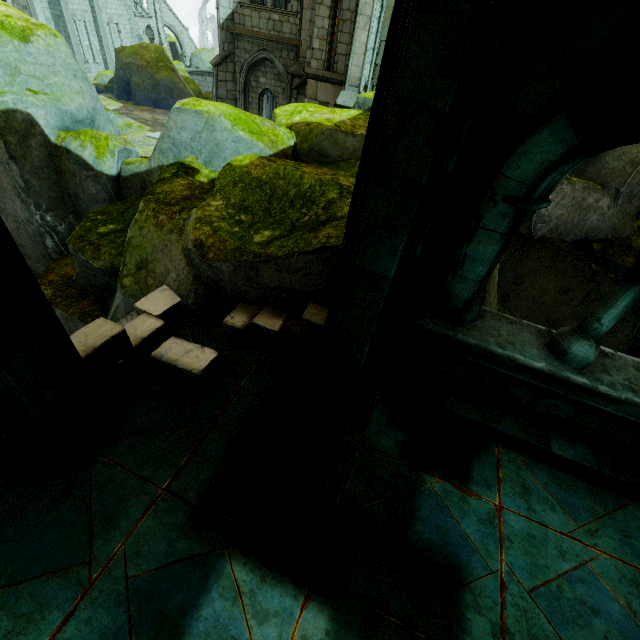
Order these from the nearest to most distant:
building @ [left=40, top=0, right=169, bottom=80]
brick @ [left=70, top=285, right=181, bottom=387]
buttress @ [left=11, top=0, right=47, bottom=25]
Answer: brick @ [left=70, top=285, right=181, bottom=387] → buttress @ [left=11, top=0, right=47, bottom=25] → building @ [left=40, top=0, right=169, bottom=80]

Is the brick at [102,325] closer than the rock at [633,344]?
Yes

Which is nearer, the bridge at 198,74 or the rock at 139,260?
the rock at 139,260

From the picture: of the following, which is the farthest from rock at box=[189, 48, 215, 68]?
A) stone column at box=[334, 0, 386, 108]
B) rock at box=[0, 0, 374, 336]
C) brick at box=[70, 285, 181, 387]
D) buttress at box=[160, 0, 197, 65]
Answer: brick at box=[70, 285, 181, 387]

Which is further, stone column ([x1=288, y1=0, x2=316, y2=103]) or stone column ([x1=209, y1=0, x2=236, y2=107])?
stone column ([x1=209, y1=0, x2=236, y2=107])

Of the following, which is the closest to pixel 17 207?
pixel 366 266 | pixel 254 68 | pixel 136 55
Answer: pixel 366 266

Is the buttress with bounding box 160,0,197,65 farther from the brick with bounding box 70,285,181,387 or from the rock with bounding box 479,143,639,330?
the brick with bounding box 70,285,181,387

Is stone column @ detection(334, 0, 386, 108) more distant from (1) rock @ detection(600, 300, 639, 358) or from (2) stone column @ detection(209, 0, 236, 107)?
(2) stone column @ detection(209, 0, 236, 107)
